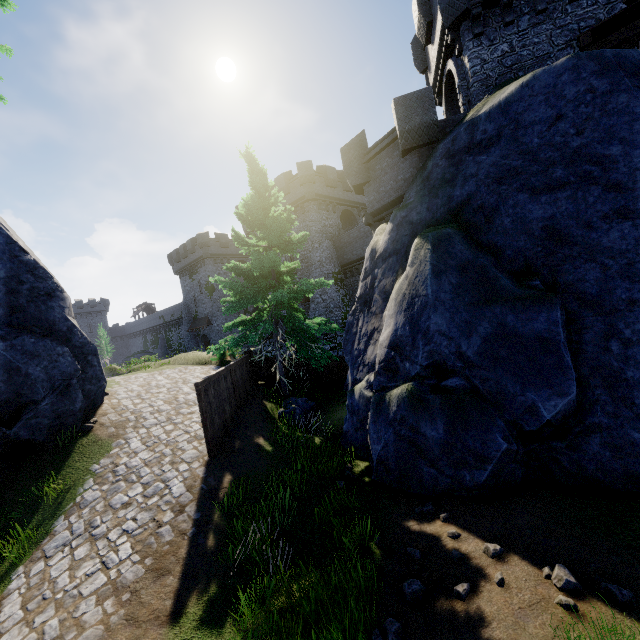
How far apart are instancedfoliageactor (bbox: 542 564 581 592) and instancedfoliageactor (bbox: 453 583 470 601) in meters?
1.0 m

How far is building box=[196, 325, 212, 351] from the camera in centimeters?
4461cm

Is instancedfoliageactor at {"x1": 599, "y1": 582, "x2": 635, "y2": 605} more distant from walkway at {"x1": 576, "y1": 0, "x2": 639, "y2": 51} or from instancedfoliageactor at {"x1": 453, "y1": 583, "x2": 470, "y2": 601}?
walkway at {"x1": 576, "y1": 0, "x2": 639, "y2": 51}

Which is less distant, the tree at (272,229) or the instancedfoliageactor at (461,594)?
the instancedfoliageactor at (461,594)

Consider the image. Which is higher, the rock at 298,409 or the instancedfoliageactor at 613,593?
the rock at 298,409

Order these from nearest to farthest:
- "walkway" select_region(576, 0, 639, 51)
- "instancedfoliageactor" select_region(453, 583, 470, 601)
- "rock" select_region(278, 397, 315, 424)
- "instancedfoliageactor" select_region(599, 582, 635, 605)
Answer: "instancedfoliageactor" select_region(599, 582, 635, 605)
"instancedfoliageactor" select_region(453, 583, 470, 601)
"walkway" select_region(576, 0, 639, 51)
"rock" select_region(278, 397, 315, 424)

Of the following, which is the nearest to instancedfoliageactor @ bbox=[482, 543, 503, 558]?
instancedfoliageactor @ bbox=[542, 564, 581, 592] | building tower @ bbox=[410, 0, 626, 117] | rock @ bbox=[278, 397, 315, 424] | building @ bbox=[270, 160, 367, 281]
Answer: instancedfoliageactor @ bbox=[542, 564, 581, 592]

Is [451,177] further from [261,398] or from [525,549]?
[261,398]
